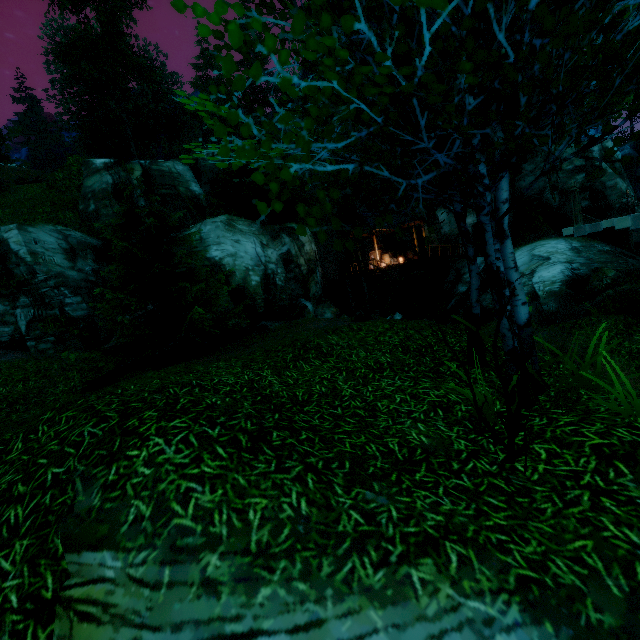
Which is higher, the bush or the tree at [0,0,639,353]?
the tree at [0,0,639,353]

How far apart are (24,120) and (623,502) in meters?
71.2 m

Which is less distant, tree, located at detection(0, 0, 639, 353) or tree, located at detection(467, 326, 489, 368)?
tree, located at detection(0, 0, 639, 353)

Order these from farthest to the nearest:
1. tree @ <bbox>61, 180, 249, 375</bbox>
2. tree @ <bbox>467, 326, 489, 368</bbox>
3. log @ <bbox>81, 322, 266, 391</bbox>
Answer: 1. tree @ <bbox>61, 180, 249, 375</bbox>
2. log @ <bbox>81, 322, 266, 391</bbox>
3. tree @ <bbox>467, 326, 489, 368</bbox>

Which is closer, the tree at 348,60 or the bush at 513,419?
the tree at 348,60

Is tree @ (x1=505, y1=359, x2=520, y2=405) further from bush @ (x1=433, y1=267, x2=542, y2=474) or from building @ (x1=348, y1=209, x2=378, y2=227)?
building @ (x1=348, y1=209, x2=378, y2=227)

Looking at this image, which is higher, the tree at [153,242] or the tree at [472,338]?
the tree at [153,242]
